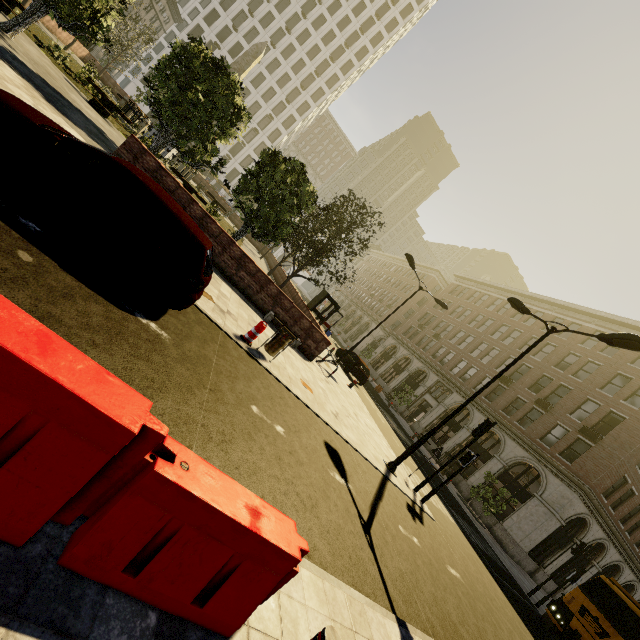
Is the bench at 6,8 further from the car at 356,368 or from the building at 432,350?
the building at 432,350

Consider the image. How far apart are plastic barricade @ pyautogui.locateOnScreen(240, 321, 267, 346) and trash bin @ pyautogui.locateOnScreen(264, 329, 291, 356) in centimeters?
24cm

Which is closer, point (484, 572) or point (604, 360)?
point (484, 572)

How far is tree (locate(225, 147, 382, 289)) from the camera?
14.79m

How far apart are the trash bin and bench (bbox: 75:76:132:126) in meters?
16.5

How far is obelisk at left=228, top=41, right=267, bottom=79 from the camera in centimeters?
2431cm

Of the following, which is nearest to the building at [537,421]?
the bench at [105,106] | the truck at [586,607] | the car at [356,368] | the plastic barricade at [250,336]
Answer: the truck at [586,607]

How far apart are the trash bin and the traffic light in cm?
767
